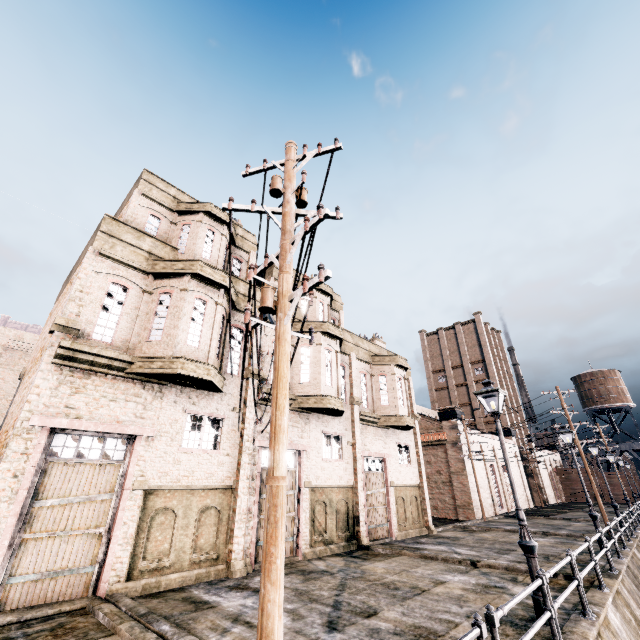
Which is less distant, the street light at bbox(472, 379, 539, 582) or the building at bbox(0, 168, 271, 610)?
the street light at bbox(472, 379, 539, 582)

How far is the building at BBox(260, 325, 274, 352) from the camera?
16.45m

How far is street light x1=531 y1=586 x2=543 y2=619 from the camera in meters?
7.6

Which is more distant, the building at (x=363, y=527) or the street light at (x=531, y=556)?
the building at (x=363, y=527)

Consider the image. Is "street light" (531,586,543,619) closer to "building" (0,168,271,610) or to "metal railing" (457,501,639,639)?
"metal railing" (457,501,639,639)

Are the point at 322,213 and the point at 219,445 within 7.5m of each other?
no

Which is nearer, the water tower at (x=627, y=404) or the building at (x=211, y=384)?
the building at (x=211, y=384)

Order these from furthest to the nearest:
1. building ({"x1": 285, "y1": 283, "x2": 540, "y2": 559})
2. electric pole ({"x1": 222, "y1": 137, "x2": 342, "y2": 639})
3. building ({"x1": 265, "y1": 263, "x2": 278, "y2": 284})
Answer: building ({"x1": 265, "y1": 263, "x2": 278, "y2": 284}), building ({"x1": 285, "y1": 283, "x2": 540, "y2": 559}), electric pole ({"x1": 222, "y1": 137, "x2": 342, "y2": 639})
